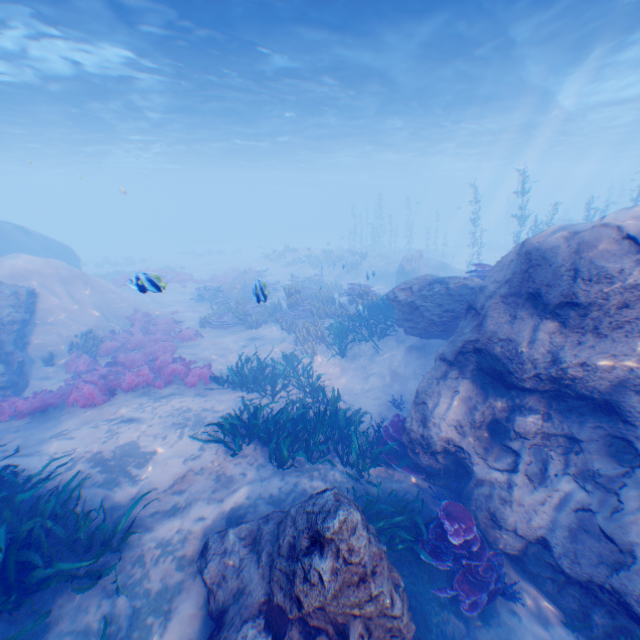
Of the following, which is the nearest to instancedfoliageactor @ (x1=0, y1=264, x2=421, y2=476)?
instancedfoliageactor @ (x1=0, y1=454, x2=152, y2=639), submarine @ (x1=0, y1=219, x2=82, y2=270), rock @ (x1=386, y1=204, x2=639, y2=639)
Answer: rock @ (x1=386, y1=204, x2=639, y2=639)

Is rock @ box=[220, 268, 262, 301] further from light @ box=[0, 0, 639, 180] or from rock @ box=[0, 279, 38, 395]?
light @ box=[0, 0, 639, 180]

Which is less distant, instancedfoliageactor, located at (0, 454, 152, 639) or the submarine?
instancedfoliageactor, located at (0, 454, 152, 639)

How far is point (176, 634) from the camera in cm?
446

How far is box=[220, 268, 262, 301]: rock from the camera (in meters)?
21.77

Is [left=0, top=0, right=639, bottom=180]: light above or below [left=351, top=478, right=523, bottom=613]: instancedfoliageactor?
above

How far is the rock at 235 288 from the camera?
21.77m

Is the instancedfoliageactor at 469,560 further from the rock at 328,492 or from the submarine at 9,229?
the submarine at 9,229
